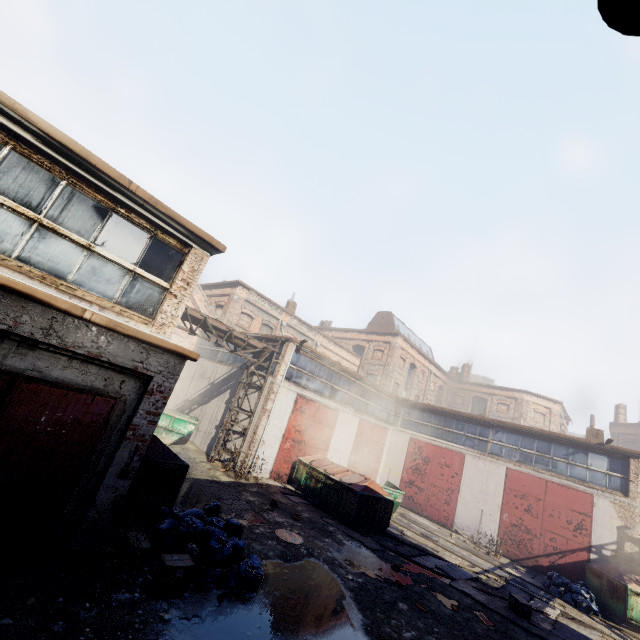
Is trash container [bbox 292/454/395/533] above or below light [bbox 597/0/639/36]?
below

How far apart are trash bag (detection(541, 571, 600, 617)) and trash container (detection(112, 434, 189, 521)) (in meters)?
14.86

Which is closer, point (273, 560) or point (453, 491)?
point (273, 560)

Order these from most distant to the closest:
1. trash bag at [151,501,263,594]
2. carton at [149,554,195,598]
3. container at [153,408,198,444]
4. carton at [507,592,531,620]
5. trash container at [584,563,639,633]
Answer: container at [153,408,198,444], trash container at [584,563,639,633], carton at [507,592,531,620], trash bag at [151,501,263,594], carton at [149,554,195,598]

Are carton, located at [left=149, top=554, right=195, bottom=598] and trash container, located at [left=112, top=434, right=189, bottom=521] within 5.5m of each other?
yes

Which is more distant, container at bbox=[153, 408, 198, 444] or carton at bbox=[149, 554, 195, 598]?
container at bbox=[153, 408, 198, 444]

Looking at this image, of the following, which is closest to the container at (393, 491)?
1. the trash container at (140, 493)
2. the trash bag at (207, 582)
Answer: the trash bag at (207, 582)

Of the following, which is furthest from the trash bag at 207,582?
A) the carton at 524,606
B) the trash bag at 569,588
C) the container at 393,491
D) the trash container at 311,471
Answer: the trash bag at 569,588
